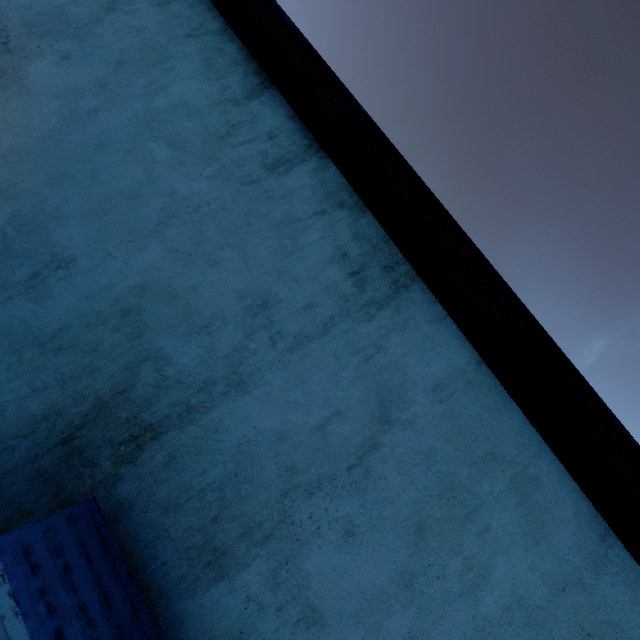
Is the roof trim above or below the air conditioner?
above

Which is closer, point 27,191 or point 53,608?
point 53,608

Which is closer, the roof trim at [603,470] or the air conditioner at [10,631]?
the air conditioner at [10,631]

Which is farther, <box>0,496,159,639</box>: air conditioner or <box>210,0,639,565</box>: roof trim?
<box>210,0,639,565</box>: roof trim

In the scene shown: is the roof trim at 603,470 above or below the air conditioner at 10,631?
above
